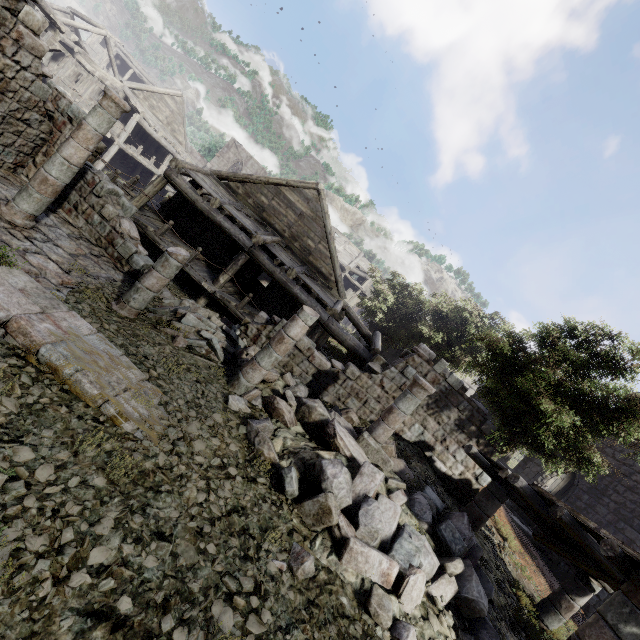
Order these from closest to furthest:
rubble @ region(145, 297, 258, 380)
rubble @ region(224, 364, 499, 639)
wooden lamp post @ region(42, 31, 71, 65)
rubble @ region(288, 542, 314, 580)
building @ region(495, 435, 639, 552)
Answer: rubble @ region(288, 542, 314, 580) < rubble @ region(224, 364, 499, 639) < rubble @ region(145, 297, 258, 380) < building @ region(495, 435, 639, 552) < wooden lamp post @ region(42, 31, 71, 65)

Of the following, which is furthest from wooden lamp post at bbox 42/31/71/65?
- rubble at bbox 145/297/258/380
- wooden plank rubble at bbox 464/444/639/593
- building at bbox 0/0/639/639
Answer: wooden plank rubble at bbox 464/444/639/593

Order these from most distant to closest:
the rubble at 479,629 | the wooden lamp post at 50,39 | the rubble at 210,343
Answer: the wooden lamp post at 50,39 < the rubble at 210,343 < the rubble at 479,629

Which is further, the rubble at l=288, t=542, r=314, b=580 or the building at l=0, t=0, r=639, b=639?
the building at l=0, t=0, r=639, b=639

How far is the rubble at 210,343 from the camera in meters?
8.7

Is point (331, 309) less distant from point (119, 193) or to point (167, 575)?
point (119, 193)

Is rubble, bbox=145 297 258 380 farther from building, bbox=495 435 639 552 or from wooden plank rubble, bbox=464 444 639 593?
wooden plank rubble, bbox=464 444 639 593

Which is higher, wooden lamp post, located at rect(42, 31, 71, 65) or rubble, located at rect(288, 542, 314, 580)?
wooden lamp post, located at rect(42, 31, 71, 65)
